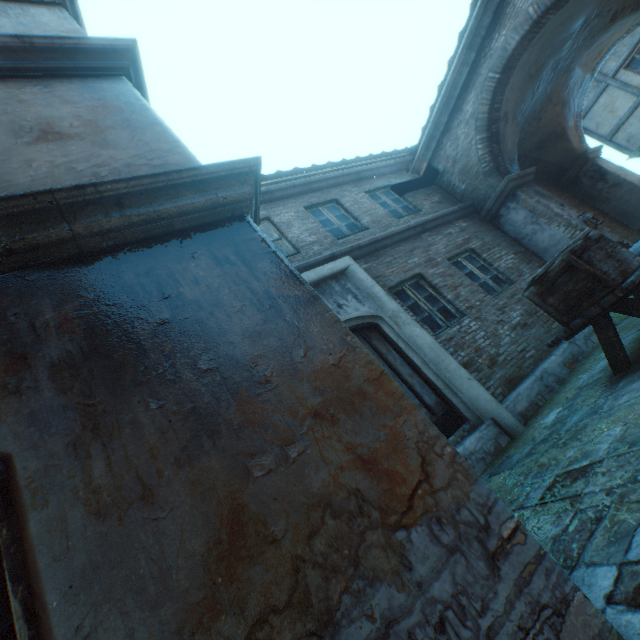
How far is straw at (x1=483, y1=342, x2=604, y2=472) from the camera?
4.19m

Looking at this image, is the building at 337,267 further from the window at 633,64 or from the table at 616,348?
the table at 616,348

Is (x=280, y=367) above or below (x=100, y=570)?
above

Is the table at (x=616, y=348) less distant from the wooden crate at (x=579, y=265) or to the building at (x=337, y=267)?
the wooden crate at (x=579, y=265)

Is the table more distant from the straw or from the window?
the window

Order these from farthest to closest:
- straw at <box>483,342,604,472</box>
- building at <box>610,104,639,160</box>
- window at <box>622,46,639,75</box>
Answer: building at <box>610,104,639,160</box> → window at <box>622,46,639,75</box> → straw at <box>483,342,604,472</box>

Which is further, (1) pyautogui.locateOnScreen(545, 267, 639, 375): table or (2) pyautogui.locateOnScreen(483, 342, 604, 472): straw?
(2) pyautogui.locateOnScreen(483, 342, 604, 472): straw

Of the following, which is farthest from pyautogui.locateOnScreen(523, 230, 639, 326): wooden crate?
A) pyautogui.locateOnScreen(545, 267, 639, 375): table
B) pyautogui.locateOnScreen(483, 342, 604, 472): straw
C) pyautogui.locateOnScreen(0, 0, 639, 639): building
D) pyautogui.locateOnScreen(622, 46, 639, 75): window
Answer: pyautogui.locateOnScreen(622, 46, 639, 75): window
